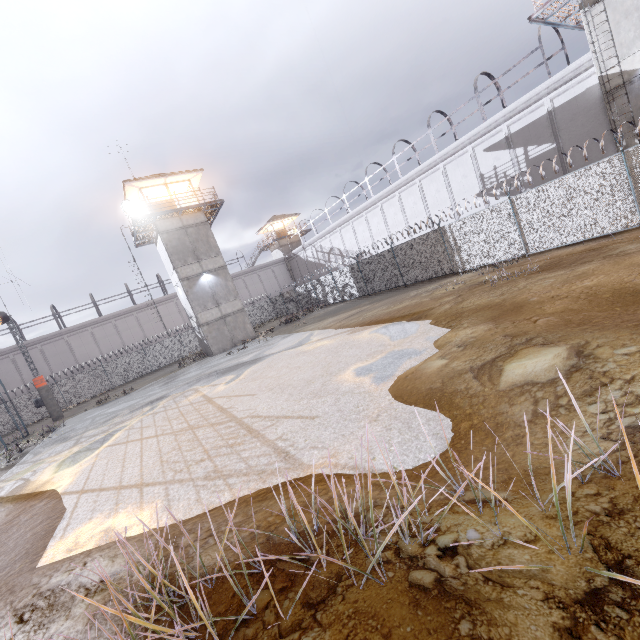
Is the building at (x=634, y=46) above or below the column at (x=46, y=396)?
above

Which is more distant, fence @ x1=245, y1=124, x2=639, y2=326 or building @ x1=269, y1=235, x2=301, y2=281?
building @ x1=269, y1=235, x2=301, y2=281

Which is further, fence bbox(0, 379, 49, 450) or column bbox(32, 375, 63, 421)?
column bbox(32, 375, 63, 421)

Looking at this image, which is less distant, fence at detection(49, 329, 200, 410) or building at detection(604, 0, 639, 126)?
building at detection(604, 0, 639, 126)

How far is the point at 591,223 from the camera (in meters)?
12.74

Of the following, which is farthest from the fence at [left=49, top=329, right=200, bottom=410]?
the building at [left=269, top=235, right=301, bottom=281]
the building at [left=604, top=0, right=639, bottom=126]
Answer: the building at [left=269, top=235, right=301, bottom=281]

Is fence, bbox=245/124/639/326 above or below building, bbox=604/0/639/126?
below

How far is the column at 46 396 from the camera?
24.7m
